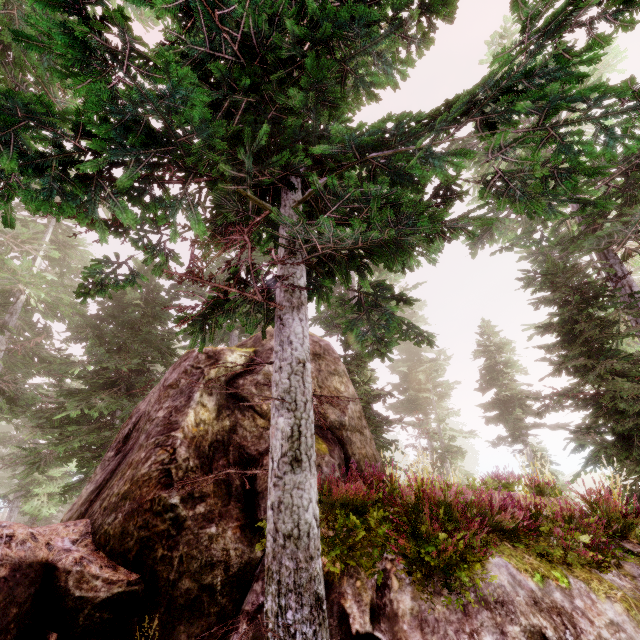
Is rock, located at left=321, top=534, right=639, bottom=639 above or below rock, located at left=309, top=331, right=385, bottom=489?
below

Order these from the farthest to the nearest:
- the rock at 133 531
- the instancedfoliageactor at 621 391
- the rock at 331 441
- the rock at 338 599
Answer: the rock at 331 441
the rock at 133 531
the rock at 338 599
the instancedfoliageactor at 621 391

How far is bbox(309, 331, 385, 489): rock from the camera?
6.7m

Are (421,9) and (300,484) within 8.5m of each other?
yes

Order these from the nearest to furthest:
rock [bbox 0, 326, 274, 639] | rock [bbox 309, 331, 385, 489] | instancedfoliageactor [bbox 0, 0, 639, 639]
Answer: instancedfoliageactor [bbox 0, 0, 639, 639], rock [bbox 0, 326, 274, 639], rock [bbox 309, 331, 385, 489]

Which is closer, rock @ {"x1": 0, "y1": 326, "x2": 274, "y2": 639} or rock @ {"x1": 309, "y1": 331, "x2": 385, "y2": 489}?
rock @ {"x1": 0, "y1": 326, "x2": 274, "y2": 639}

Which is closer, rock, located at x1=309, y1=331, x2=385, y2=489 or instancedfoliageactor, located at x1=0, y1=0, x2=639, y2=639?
instancedfoliageactor, located at x1=0, y1=0, x2=639, y2=639

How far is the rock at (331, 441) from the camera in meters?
6.7 m
